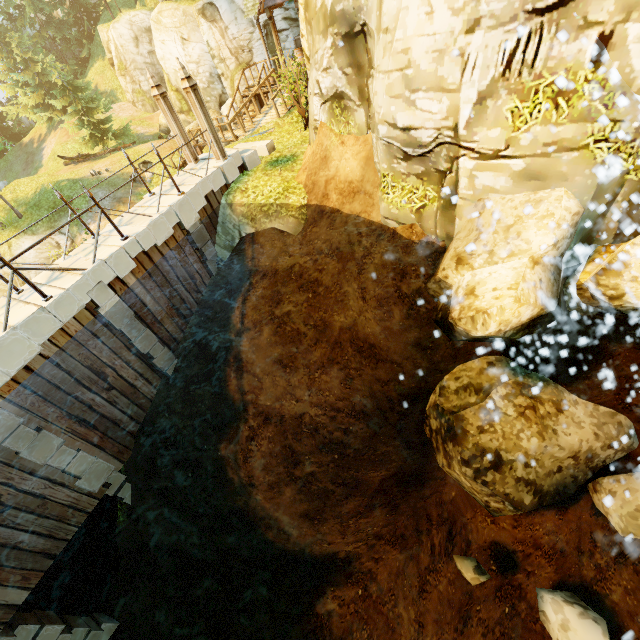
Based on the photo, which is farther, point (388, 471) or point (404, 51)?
point (388, 471)

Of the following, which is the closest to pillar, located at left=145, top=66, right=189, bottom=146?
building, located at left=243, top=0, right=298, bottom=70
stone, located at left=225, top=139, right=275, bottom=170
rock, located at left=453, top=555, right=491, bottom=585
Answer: stone, located at left=225, top=139, right=275, bottom=170

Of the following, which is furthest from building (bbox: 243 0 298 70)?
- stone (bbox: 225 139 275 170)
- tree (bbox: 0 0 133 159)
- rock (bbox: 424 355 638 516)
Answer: rock (bbox: 424 355 638 516)

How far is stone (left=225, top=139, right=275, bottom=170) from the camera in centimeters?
1137cm

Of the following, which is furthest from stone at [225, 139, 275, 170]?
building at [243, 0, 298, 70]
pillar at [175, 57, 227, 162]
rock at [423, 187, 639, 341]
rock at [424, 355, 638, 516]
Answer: rock at [424, 355, 638, 516]

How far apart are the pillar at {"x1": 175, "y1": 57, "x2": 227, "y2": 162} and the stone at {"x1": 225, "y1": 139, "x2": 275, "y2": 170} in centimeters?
58cm

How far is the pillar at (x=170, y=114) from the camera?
9.6m

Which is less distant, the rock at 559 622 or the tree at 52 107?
the rock at 559 622
